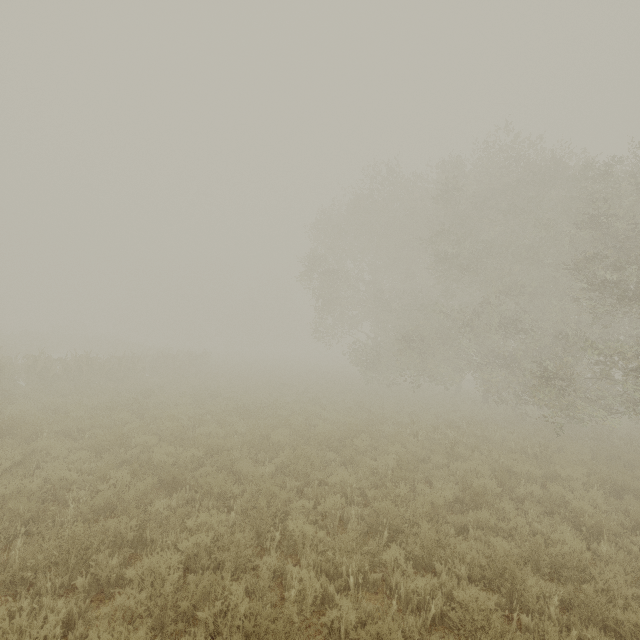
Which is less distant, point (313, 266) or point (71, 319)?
point (313, 266)
